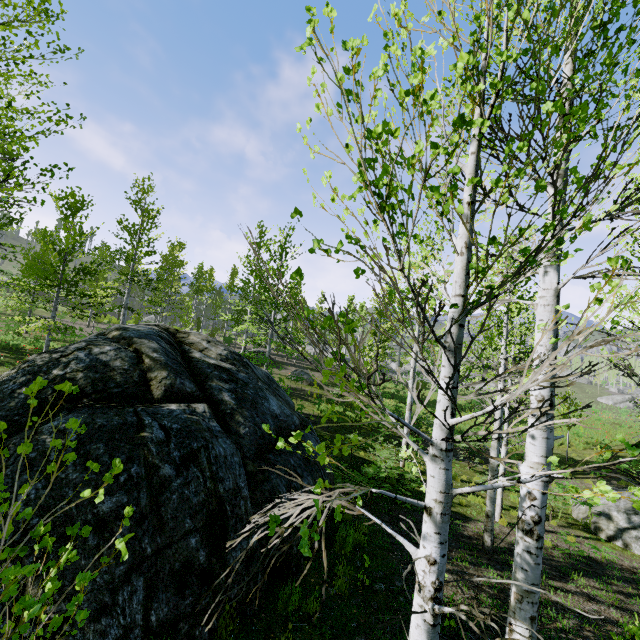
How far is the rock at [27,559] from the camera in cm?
323

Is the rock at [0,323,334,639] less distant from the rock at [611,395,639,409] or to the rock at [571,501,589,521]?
the rock at [571,501,589,521]

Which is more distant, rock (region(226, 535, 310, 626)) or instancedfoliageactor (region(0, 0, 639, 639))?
rock (region(226, 535, 310, 626))

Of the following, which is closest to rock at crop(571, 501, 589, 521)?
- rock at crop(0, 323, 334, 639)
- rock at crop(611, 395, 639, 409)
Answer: rock at crop(0, 323, 334, 639)

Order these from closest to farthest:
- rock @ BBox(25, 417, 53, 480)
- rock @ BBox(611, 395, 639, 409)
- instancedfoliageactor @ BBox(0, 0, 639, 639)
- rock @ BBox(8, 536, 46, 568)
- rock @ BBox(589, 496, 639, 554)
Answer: instancedfoliageactor @ BBox(0, 0, 639, 639) → rock @ BBox(8, 536, 46, 568) → rock @ BBox(25, 417, 53, 480) → rock @ BBox(589, 496, 639, 554) → rock @ BBox(611, 395, 639, 409)

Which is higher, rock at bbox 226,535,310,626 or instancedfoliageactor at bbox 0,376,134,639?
instancedfoliageactor at bbox 0,376,134,639

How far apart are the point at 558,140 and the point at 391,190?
1.83m

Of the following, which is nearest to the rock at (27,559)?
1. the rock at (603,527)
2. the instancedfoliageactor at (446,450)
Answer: the rock at (603,527)
